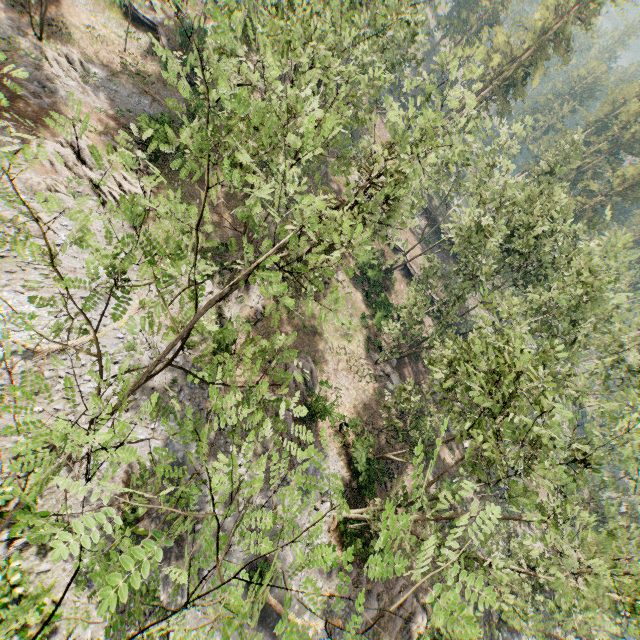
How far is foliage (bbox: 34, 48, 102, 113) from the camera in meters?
24.2 m

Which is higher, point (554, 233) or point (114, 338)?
point (554, 233)

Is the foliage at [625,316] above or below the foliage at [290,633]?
below

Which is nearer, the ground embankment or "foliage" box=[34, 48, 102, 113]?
"foliage" box=[34, 48, 102, 113]

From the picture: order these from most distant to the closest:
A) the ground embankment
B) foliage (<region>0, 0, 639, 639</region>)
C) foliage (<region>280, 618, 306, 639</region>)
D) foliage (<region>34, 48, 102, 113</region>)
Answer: the ground embankment
foliage (<region>34, 48, 102, 113</region>)
foliage (<region>0, 0, 639, 639</region>)
foliage (<region>280, 618, 306, 639</region>)

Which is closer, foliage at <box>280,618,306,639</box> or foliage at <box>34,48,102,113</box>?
foliage at <box>280,618,306,639</box>

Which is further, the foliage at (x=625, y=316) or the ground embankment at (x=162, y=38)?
the ground embankment at (x=162, y=38)
